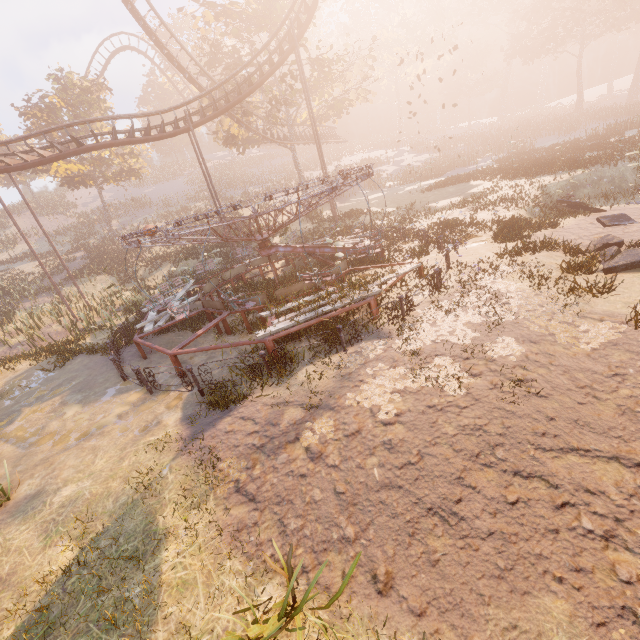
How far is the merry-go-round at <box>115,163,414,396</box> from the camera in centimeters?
872cm

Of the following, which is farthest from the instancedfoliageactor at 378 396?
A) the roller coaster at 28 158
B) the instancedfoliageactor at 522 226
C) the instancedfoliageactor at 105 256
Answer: the instancedfoliageactor at 105 256

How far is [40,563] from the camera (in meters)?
5.00

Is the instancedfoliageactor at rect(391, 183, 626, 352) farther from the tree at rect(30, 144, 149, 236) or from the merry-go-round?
the tree at rect(30, 144, 149, 236)

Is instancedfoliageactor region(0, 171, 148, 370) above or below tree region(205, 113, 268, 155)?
below

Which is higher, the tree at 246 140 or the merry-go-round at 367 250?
the tree at 246 140

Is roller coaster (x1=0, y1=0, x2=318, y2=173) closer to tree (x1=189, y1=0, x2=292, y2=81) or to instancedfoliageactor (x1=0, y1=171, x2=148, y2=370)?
tree (x1=189, y1=0, x2=292, y2=81)

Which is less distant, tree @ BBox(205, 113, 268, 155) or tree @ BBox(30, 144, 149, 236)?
tree @ BBox(205, 113, 268, 155)
